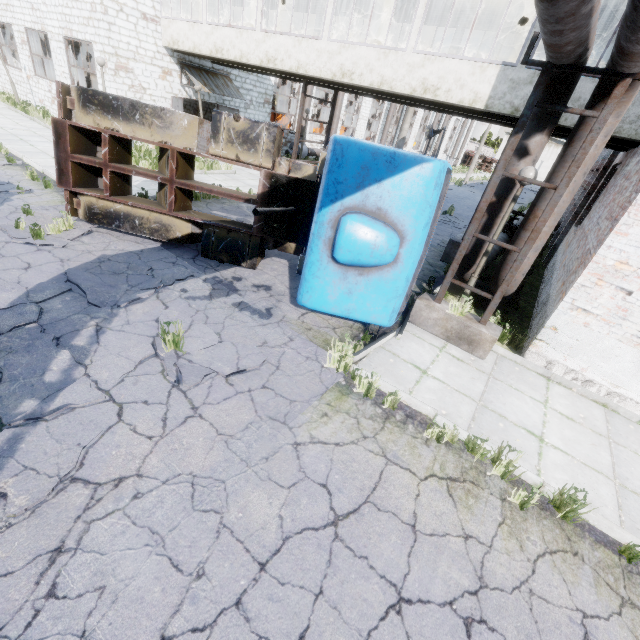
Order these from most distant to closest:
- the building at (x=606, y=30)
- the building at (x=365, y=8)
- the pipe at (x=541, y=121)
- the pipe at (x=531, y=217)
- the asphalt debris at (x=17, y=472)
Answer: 1. the building at (x=365, y=8)
2. the building at (x=606, y=30)
3. the pipe at (x=531, y=217)
4. the pipe at (x=541, y=121)
5. the asphalt debris at (x=17, y=472)

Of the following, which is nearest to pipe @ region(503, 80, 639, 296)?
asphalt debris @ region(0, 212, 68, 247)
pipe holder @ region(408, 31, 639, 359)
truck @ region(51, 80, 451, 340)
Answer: pipe holder @ region(408, 31, 639, 359)

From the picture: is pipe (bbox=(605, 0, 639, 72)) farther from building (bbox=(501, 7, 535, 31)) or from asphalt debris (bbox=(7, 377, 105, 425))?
asphalt debris (bbox=(7, 377, 105, 425))

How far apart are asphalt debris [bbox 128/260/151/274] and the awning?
13.8m

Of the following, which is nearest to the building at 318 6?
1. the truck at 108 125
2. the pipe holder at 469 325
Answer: the truck at 108 125

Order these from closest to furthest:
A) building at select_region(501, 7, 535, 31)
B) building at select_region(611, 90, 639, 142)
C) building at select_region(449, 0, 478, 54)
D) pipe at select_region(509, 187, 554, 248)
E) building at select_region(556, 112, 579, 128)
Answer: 1. pipe at select_region(509, 187, 554, 248)
2. building at select_region(611, 90, 639, 142)
3. building at select_region(556, 112, 579, 128)
4. building at select_region(501, 7, 535, 31)
5. building at select_region(449, 0, 478, 54)

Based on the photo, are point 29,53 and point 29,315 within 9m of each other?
no

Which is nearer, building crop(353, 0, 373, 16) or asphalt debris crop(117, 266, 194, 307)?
asphalt debris crop(117, 266, 194, 307)
